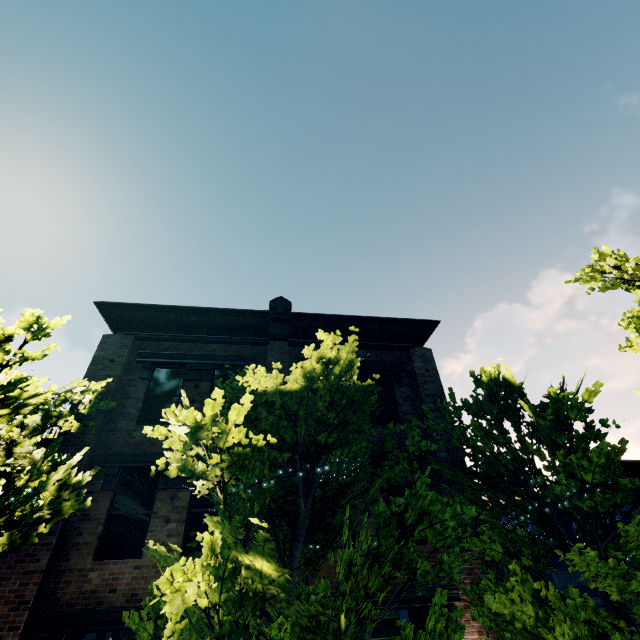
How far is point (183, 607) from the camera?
3.1 meters

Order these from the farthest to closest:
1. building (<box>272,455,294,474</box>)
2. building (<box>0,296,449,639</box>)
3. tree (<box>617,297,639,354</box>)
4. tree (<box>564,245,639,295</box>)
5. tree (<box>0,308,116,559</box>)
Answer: tree (<box>564,245,639,295</box>)
tree (<box>617,297,639,354</box>)
building (<box>272,455,294,474</box>)
building (<box>0,296,449,639</box>)
tree (<box>0,308,116,559</box>)

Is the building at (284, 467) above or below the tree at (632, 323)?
below

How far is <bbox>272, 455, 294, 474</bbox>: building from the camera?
8.4 meters

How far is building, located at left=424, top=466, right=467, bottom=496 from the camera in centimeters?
873cm

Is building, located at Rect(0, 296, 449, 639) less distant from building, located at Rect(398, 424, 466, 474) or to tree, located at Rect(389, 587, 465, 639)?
tree, located at Rect(389, 587, 465, 639)

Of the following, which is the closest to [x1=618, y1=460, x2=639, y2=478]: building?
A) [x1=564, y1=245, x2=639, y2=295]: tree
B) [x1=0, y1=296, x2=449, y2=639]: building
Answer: [x1=564, y1=245, x2=639, y2=295]: tree

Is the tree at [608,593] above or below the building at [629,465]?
below
